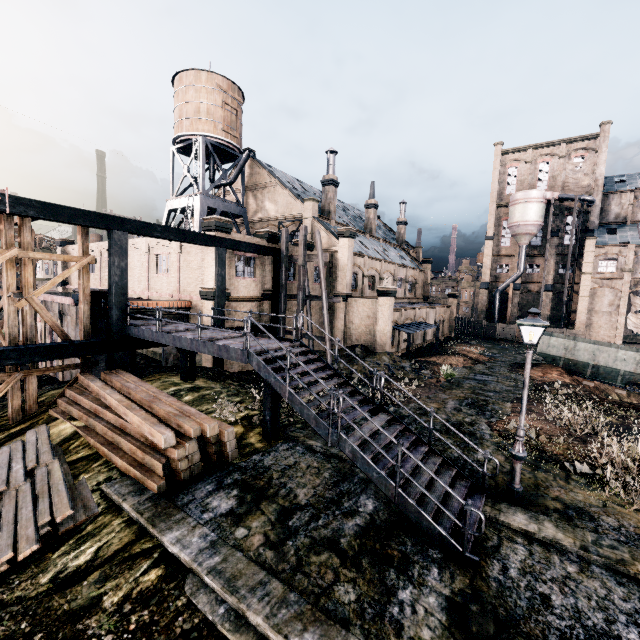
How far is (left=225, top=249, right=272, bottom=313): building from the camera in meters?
22.2

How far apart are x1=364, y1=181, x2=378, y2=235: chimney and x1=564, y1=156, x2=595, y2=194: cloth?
31.04m

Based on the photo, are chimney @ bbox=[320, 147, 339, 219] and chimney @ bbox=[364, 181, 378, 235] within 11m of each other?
yes

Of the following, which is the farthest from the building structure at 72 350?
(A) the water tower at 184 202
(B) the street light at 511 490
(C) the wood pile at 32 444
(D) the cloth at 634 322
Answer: (D) the cloth at 634 322

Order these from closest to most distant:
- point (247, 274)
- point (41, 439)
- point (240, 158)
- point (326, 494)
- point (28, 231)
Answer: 1. point (326, 494)
2. point (41, 439)
3. point (28, 231)
4. point (247, 274)
5. point (240, 158)

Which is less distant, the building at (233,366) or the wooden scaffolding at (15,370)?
the wooden scaffolding at (15,370)

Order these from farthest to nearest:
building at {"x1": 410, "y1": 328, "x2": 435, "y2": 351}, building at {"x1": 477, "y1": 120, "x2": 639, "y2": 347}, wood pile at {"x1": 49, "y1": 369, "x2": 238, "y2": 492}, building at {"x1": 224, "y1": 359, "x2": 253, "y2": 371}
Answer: building at {"x1": 477, "y1": 120, "x2": 639, "y2": 347} < building at {"x1": 410, "y1": 328, "x2": 435, "y2": 351} < building at {"x1": 224, "y1": 359, "x2": 253, "y2": 371} < wood pile at {"x1": 49, "y1": 369, "x2": 238, "y2": 492}

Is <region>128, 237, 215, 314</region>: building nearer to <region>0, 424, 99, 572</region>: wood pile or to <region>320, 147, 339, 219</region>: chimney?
<region>320, 147, 339, 219</region>: chimney
